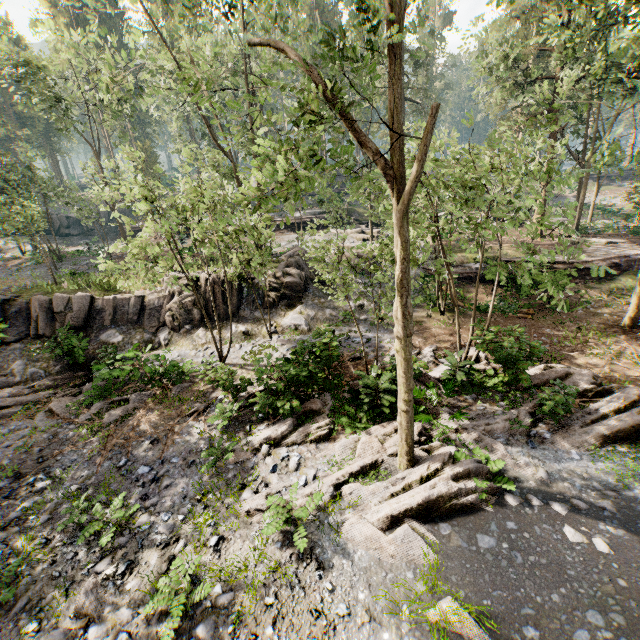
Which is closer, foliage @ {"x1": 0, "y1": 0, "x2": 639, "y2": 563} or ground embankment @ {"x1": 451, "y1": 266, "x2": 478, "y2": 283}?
foliage @ {"x1": 0, "y1": 0, "x2": 639, "y2": 563}

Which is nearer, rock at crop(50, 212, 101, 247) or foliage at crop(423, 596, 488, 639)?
foliage at crop(423, 596, 488, 639)

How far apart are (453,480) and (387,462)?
1.8m

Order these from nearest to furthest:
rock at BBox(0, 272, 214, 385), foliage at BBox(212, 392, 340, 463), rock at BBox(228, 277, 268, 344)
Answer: foliage at BBox(212, 392, 340, 463)
rock at BBox(0, 272, 214, 385)
rock at BBox(228, 277, 268, 344)

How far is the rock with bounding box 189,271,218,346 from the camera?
18.4m

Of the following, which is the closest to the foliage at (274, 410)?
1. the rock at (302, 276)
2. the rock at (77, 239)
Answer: the rock at (302, 276)

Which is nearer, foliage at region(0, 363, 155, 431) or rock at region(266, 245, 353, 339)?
foliage at region(0, 363, 155, 431)

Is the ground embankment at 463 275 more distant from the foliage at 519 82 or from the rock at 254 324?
the rock at 254 324
